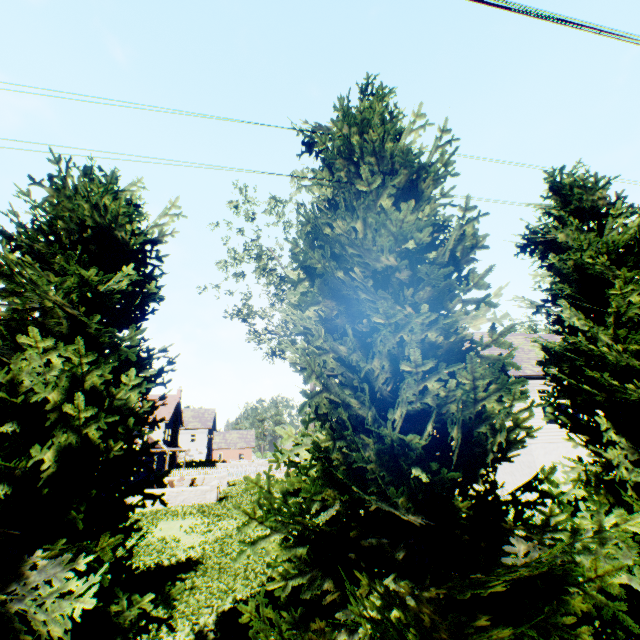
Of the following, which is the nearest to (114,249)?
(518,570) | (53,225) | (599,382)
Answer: (53,225)
